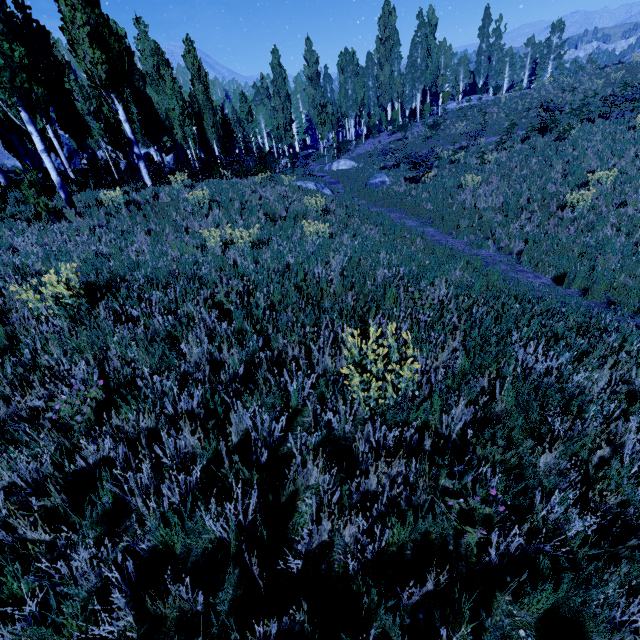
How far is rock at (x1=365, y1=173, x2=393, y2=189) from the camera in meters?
19.2

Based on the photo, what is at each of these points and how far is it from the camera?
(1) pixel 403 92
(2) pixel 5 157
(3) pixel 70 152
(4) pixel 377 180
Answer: (1) instancedfoliageactor, 46.34m
(2) rock, 40.06m
(3) rock, 41.25m
(4) rock, 19.34m

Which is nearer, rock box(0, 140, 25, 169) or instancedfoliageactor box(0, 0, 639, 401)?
instancedfoliageactor box(0, 0, 639, 401)

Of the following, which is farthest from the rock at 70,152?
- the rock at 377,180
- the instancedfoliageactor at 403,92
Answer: the rock at 377,180

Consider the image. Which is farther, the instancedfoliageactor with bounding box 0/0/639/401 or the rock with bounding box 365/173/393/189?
the rock with bounding box 365/173/393/189

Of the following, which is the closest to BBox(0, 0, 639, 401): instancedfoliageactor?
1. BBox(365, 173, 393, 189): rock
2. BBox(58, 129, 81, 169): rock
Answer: BBox(58, 129, 81, 169): rock

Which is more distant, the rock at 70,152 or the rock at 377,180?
the rock at 70,152
